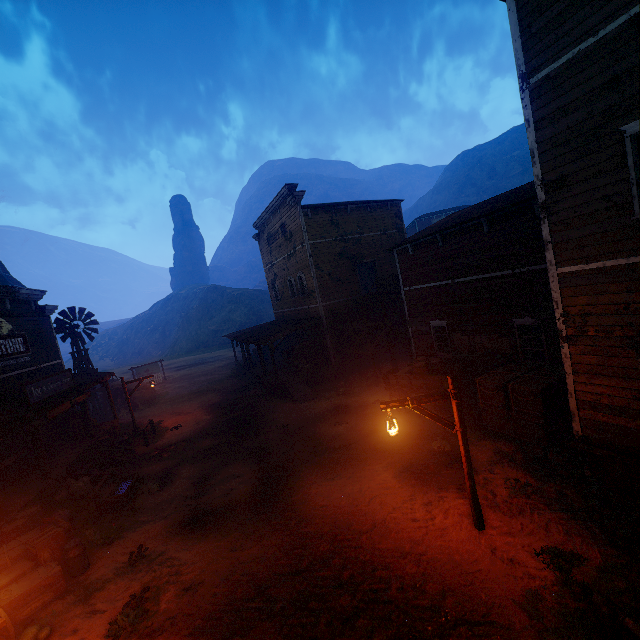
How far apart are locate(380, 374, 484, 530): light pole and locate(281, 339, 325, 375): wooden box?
13.10m

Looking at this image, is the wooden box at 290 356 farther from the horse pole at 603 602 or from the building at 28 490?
the horse pole at 603 602

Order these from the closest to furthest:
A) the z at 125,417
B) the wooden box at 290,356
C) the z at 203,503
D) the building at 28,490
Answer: the z at 203,503 < the building at 28,490 < the z at 125,417 < the wooden box at 290,356

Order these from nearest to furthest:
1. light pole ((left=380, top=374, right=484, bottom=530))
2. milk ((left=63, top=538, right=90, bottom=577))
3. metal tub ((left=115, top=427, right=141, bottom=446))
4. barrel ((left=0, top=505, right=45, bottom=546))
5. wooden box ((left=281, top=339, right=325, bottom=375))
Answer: light pole ((left=380, top=374, right=484, bottom=530))
milk ((left=63, top=538, right=90, bottom=577))
barrel ((left=0, top=505, right=45, bottom=546))
metal tub ((left=115, top=427, right=141, bottom=446))
wooden box ((left=281, top=339, right=325, bottom=375))

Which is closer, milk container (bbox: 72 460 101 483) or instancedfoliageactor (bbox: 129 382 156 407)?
milk container (bbox: 72 460 101 483)

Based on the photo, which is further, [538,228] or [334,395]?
[334,395]

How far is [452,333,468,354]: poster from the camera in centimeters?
1328cm

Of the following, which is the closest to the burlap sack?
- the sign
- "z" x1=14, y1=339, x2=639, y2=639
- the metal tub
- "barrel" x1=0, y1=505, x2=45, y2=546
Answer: "z" x1=14, y1=339, x2=639, y2=639
